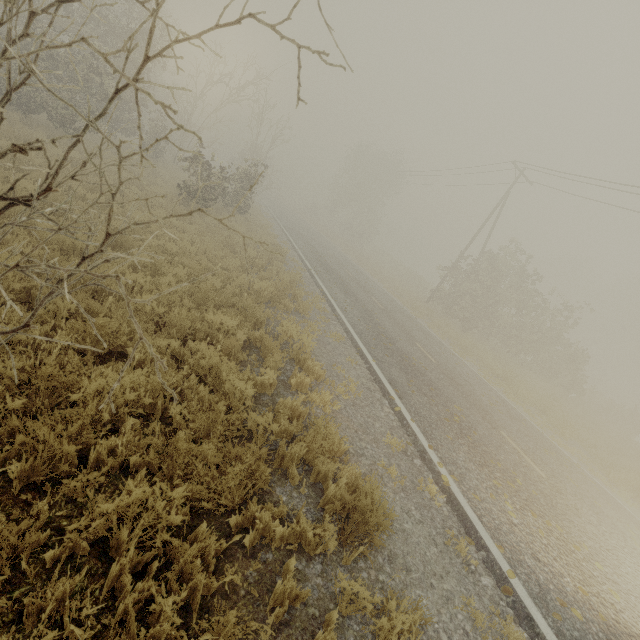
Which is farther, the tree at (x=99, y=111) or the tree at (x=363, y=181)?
the tree at (x=363, y=181)

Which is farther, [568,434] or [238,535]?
[568,434]

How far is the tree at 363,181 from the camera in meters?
41.7

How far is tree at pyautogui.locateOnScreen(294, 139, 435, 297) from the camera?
41.7m

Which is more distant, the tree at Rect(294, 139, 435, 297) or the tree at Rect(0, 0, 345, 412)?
the tree at Rect(294, 139, 435, 297)
